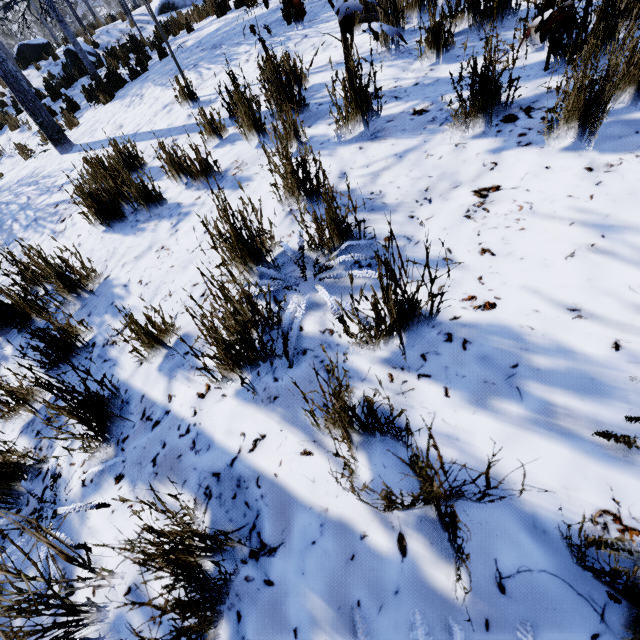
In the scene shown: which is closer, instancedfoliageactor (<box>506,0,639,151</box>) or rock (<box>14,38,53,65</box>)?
instancedfoliageactor (<box>506,0,639,151</box>)

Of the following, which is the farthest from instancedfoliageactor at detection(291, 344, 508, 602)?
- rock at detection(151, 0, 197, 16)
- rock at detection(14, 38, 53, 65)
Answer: rock at detection(151, 0, 197, 16)

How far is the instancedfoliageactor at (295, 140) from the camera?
1.1m

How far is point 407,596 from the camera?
0.8m

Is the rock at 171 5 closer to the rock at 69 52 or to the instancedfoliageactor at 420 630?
the rock at 69 52

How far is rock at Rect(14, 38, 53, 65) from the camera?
14.99m

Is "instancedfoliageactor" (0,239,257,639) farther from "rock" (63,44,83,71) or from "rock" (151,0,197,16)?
"rock" (151,0,197,16)
